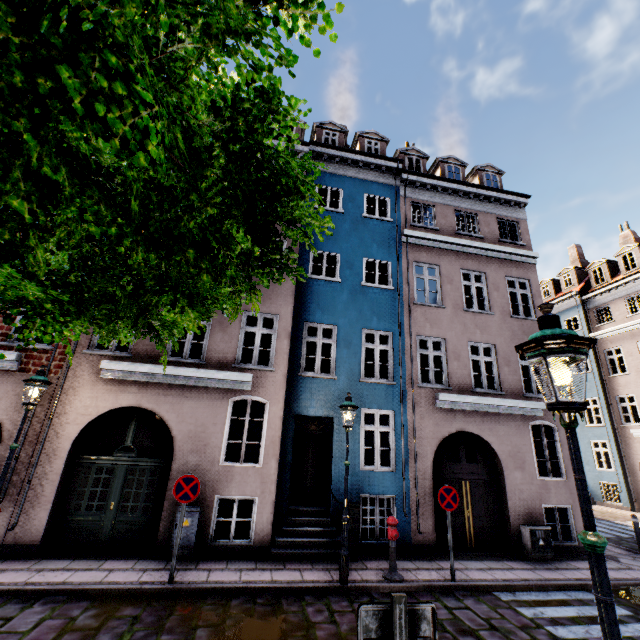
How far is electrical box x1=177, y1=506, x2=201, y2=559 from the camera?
7.6 meters

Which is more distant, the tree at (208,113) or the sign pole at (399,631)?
the sign pole at (399,631)

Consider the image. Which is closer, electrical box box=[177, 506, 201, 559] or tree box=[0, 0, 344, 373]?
tree box=[0, 0, 344, 373]

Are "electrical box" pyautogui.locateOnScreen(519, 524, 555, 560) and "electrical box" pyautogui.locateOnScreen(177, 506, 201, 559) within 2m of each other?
no

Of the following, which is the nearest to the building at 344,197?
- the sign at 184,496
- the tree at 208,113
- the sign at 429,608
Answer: the sign at 184,496

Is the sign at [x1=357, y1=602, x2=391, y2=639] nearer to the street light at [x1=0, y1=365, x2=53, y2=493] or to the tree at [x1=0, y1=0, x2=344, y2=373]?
the street light at [x1=0, y1=365, x2=53, y2=493]

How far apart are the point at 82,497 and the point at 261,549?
4.64m

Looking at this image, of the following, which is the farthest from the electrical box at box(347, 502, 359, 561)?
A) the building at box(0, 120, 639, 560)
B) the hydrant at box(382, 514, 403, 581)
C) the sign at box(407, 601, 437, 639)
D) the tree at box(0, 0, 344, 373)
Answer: the sign at box(407, 601, 437, 639)
